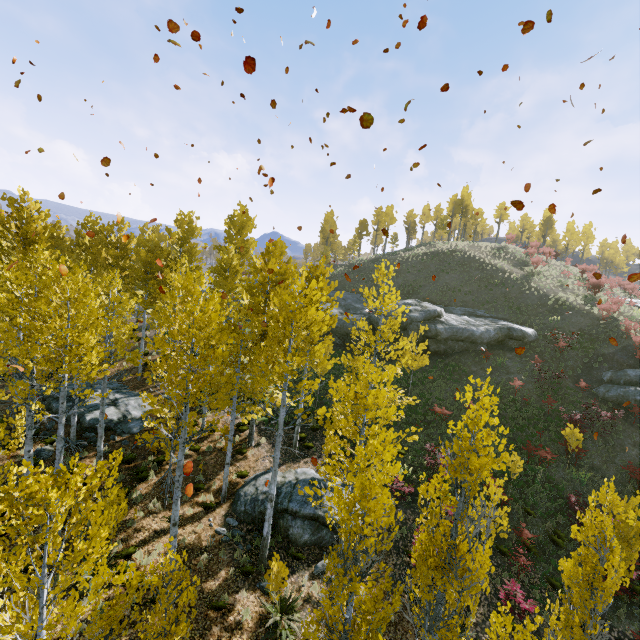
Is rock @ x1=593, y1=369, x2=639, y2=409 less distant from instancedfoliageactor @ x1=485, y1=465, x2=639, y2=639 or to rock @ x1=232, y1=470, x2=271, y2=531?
rock @ x1=232, y1=470, x2=271, y2=531

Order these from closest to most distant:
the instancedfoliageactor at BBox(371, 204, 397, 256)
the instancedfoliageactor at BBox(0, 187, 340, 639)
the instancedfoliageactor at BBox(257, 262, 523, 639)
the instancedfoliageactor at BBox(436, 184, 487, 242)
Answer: the instancedfoliageactor at BBox(0, 187, 340, 639) < the instancedfoliageactor at BBox(257, 262, 523, 639) < the instancedfoliageactor at BBox(371, 204, 397, 256) < the instancedfoliageactor at BBox(436, 184, 487, 242)

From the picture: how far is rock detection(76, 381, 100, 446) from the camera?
15.9 meters

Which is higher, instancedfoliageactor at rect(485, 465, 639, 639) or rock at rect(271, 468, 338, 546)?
instancedfoliageactor at rect(485, 465, 639, 639)

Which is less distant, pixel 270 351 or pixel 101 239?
pixel 270 351

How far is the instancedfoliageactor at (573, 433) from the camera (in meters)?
16.28

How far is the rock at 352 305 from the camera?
27.2m

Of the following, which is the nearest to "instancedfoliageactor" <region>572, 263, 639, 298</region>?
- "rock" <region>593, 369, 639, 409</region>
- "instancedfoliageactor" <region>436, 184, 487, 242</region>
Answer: "rock" <region>593, 369, 639, 409</region>
